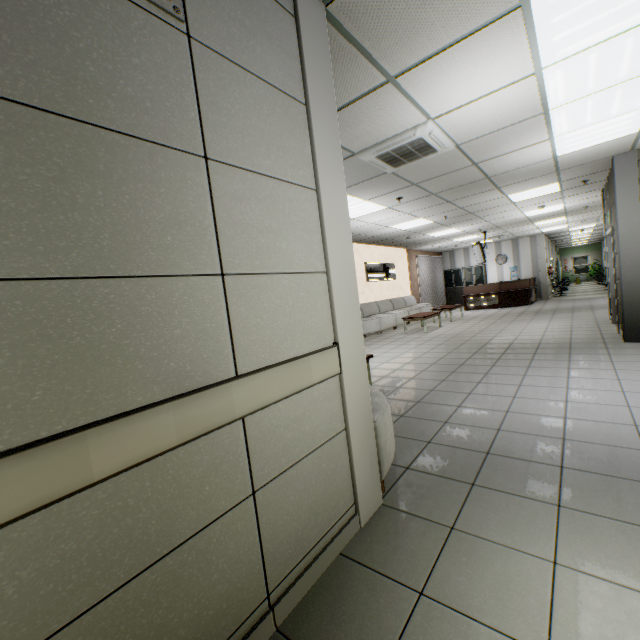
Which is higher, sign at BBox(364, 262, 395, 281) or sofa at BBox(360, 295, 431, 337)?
sign at BBox(364, 262, 395, 281)

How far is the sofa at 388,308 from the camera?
10.6m

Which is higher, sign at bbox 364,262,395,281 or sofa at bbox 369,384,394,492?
sign at bbox 364,262,395,281

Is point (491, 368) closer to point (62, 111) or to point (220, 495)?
point (220, 495)

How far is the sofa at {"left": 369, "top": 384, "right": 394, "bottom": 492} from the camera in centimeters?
224cm

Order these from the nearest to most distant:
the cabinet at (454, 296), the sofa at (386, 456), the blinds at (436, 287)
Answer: the sofa at (386, 456) → the blinds at (436, 287) → the cabinet at (454, 296)

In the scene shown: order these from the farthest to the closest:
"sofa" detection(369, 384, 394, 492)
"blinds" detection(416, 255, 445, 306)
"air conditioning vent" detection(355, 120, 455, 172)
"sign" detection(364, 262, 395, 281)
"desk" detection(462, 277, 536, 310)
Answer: "blinds" detection(416, 255, 445, 306), "desk" detection(462, 277, 536, 310), "sign" detection(364, 262, 395, 281), "air conditioning vent" detection(355, 120, 455, 172), "sofa" detection(369, 384, 394, 492)

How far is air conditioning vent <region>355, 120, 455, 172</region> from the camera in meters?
3.8
